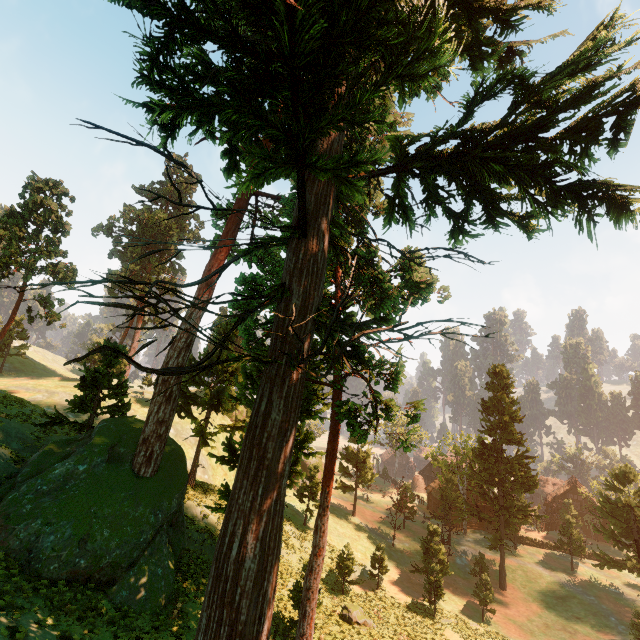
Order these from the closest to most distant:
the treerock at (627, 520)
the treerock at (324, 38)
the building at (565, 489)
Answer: the treerock at (324, 38)
the treerock at (627, 520)
the building at (565, 489)

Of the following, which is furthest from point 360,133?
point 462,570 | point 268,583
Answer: point 462,570

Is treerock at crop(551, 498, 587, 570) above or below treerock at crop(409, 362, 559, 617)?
below

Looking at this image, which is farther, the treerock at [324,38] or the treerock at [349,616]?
the treerock at [349,616]

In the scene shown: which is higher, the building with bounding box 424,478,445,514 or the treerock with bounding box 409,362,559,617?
the treerock with bounding box 409,362,559,617

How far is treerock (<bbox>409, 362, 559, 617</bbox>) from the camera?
31.2m

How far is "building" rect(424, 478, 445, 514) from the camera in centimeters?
5412cm

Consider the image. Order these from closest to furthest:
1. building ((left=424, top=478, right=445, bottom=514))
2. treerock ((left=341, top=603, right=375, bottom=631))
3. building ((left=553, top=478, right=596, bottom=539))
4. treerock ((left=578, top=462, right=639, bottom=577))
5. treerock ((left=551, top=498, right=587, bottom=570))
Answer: treerock ((left=341, top=603, right=375, bottom=631)) → treerock ((left=578, top=462, right=639, bottom=577)) → treerock ((left=551, top=498, right=587, bottom=570)) → building ((left=553, top=478, right=596, bottom=539)) → building ((left=424, top=478, right=445, bottom=514))
